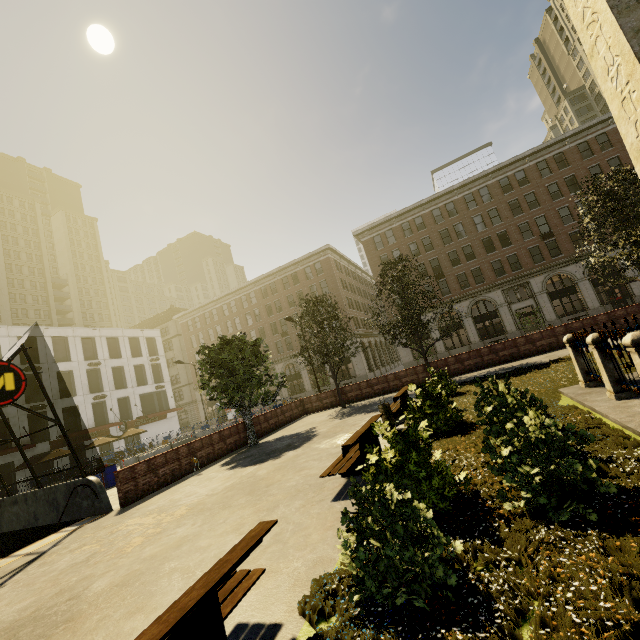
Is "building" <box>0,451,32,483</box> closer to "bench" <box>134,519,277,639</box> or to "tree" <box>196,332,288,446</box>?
"tree" <box>196,332,288,446</box>

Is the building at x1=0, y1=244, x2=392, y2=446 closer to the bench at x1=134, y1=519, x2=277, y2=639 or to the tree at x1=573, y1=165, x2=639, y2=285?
the tree at x1=573, y1=165, x2=639, y2=285

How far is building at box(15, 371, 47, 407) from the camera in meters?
31.5 m

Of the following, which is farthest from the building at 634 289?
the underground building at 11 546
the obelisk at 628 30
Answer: the obelisk at 628 30

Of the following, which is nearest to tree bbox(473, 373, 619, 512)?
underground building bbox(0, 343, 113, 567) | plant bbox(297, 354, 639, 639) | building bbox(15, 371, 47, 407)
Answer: plant bbox(297, 354, 639, 639)

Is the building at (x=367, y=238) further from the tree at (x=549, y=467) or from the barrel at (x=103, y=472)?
the barrel at (x=103, y=472)

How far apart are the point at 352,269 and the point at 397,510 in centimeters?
5450cm

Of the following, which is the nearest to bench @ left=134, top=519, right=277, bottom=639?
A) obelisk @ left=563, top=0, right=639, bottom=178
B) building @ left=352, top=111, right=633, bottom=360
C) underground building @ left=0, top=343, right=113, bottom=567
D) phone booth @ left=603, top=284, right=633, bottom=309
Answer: obelisk @ left=563, top=0, right=639, bottom=178
